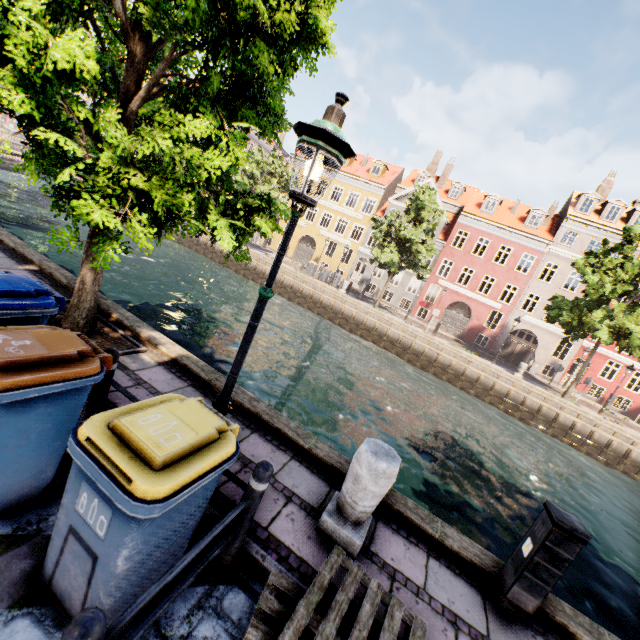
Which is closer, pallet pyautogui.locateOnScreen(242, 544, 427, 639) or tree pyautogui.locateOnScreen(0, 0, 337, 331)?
pallet pyautogui.locateOnScreen(242, 544, 427, 639)

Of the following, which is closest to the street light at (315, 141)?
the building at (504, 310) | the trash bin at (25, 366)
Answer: the trash bin at (25, 366)

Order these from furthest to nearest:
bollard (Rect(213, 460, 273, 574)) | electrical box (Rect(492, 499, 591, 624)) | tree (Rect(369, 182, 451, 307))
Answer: tree (Rect(369, 182, 451, 307))
electrical box (Rect(492, 499, 591, 624))
bollard (Rect(213, 460, 273, 574))

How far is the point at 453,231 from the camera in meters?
30.8 m

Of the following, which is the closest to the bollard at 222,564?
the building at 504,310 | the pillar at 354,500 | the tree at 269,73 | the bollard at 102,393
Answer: the pillar at 354,500

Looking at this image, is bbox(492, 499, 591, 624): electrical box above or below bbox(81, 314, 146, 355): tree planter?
above

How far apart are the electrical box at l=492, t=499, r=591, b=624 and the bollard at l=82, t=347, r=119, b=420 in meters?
4.7

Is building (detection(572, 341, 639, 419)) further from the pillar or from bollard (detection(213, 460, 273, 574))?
bollard (detection(213, 460, 273, 574))
